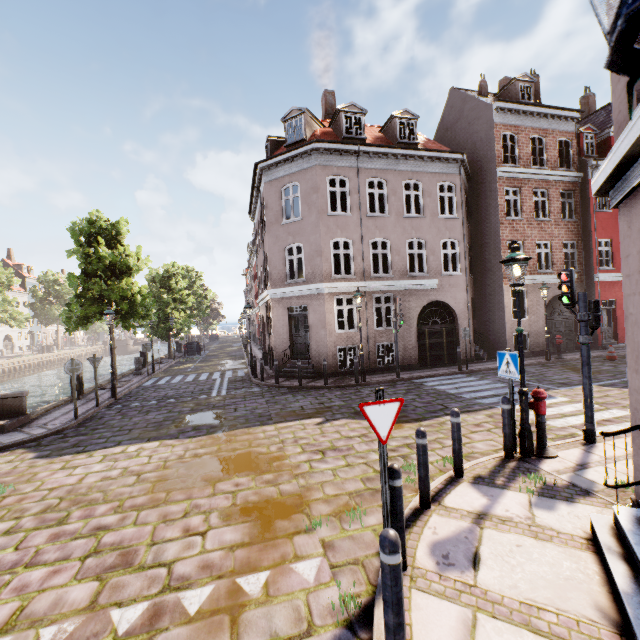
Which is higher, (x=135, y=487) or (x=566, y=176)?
(x=566, y=176)

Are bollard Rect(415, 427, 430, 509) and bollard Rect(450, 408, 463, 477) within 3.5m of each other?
yes

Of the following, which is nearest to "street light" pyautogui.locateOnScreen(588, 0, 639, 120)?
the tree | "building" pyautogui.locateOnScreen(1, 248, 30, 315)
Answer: the tree

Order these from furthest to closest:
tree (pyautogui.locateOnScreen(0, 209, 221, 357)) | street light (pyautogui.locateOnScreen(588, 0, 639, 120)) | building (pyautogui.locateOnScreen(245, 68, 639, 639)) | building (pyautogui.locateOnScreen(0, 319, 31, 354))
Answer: building (pyautogui.locateOnScreen(0, 319, 31, 354))
tree (pyautogui.locateOnScreen(0, 209, 221, 357))
building (pyautogui.locateOnScreen(245, 68, 639, 639))
street light (pyautogui.locateOnScreen(588, 0, 639, 120))

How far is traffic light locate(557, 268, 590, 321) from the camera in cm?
629

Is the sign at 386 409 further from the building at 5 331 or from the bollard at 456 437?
the building at 5 331

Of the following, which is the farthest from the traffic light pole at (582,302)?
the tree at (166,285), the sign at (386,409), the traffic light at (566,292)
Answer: the tree at (166,285)

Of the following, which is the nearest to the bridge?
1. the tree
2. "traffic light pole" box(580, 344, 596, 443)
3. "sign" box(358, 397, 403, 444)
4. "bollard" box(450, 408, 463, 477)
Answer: the tree
